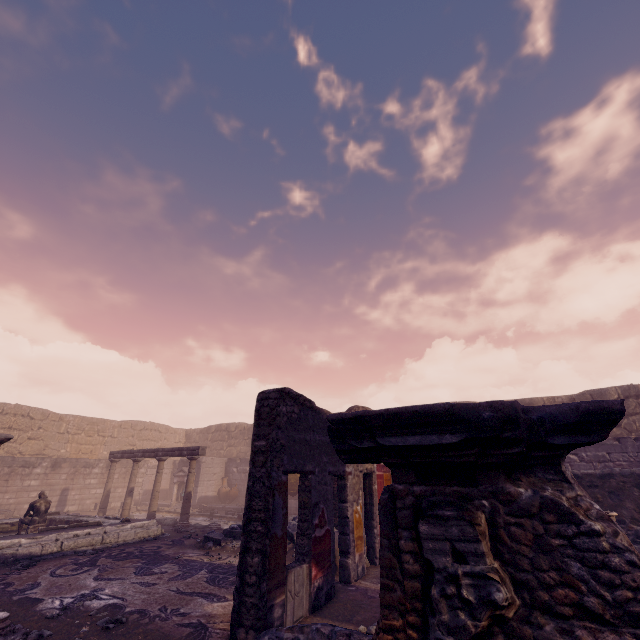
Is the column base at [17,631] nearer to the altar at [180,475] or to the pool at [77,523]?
the pool at [77,523]

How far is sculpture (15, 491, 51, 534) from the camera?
9.6m

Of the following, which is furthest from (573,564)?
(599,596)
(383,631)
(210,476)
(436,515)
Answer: (210,476)

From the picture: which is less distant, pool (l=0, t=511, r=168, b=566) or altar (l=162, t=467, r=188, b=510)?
pool (l=0, t=511, r=168, b=566)

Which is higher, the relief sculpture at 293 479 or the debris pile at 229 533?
the relief sculpture at 293 479

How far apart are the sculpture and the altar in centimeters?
708cm

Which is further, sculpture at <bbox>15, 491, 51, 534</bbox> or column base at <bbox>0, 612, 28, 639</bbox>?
sculpture at <bbox>15, 491, 51, 534</bbox>

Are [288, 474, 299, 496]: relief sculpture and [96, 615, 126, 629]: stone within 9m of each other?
no
